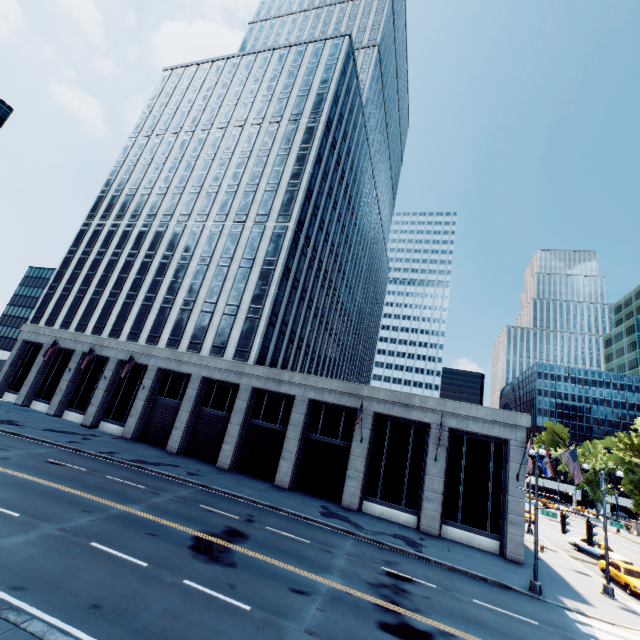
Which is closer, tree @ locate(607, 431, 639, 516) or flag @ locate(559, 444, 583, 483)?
flag @ locate(559, 444, 583, 483)

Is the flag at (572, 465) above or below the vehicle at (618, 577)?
above

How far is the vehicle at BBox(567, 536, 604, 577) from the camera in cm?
2402

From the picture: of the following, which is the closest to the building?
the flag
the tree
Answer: the flag

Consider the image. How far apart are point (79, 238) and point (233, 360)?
35.0 meters

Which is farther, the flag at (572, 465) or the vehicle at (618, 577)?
the flag at (572, 465)

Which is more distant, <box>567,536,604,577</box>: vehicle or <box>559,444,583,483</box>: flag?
<box>567,536,604,577</box>: vehicle

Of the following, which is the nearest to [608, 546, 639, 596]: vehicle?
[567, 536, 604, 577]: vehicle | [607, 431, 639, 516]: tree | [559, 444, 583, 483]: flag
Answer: [567, 536, 604, 577]: vehicle
